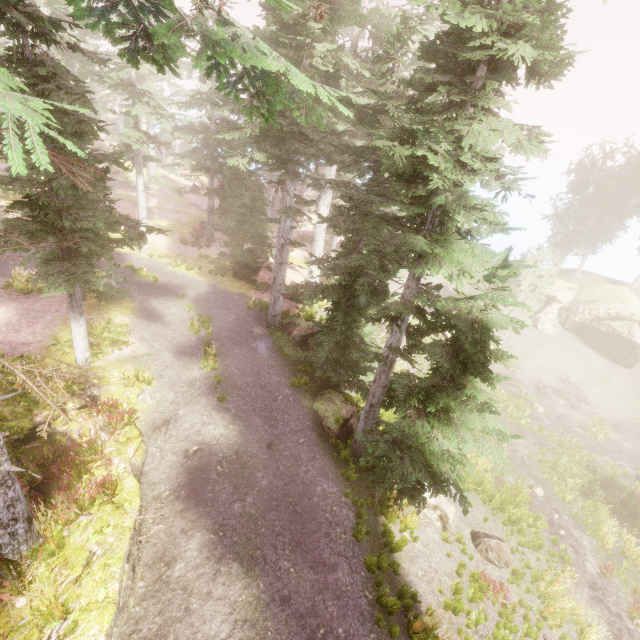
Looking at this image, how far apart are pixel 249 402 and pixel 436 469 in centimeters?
681cm

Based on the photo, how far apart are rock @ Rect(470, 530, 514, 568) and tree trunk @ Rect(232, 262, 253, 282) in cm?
1773

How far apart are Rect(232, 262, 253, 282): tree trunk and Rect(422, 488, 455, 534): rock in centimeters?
1493cm

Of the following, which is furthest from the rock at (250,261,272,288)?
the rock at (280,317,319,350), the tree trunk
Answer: the rock at (280,317,319,350)

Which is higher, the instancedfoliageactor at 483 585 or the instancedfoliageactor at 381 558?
the instancedfoliageactor at 381 558

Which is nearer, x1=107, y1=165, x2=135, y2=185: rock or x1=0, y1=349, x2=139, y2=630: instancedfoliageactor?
x1=0, y1=349, x2=139, y2=630: instancedfoliageactor

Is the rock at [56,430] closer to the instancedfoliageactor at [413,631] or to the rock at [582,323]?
the instancedfoliageactor at [413,631]

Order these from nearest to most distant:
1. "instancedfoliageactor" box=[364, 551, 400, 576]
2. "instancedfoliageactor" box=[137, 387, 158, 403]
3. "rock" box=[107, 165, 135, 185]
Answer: "instancedfoliageactor" box=[364, 551, 400, 576] < "instancedfoliageactor" box=[137, 387, 158, 403] < "rock" box=[107, 165, 135, 185]
